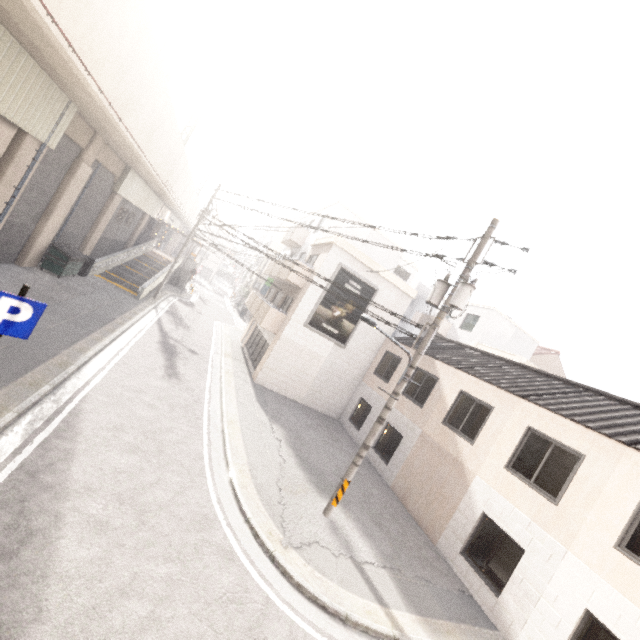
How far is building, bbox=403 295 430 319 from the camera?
49.4m

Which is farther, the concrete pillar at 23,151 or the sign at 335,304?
the sign at 335,304

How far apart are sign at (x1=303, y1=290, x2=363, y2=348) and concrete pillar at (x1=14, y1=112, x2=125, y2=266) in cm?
1255

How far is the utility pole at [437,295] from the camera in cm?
853

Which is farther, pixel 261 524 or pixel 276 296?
pixel 276 296

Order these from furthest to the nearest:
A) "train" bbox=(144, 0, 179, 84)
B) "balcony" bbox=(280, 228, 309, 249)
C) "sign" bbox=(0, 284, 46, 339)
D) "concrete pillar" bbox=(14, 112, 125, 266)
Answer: "balcony" bbox=(280, 228, 309, 249) < "concrete pillar" bbox=(14, 112, 125, 266) < "train" bbox=(144, 0, 179, 84) < "sign" bbox=(0, 284, 46, 339)

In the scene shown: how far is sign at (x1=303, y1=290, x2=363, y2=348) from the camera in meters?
17.6

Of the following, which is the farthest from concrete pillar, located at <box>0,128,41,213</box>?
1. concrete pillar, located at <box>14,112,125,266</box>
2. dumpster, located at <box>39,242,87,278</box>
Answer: dumpster, located at <box>39,242,87,278</box>
